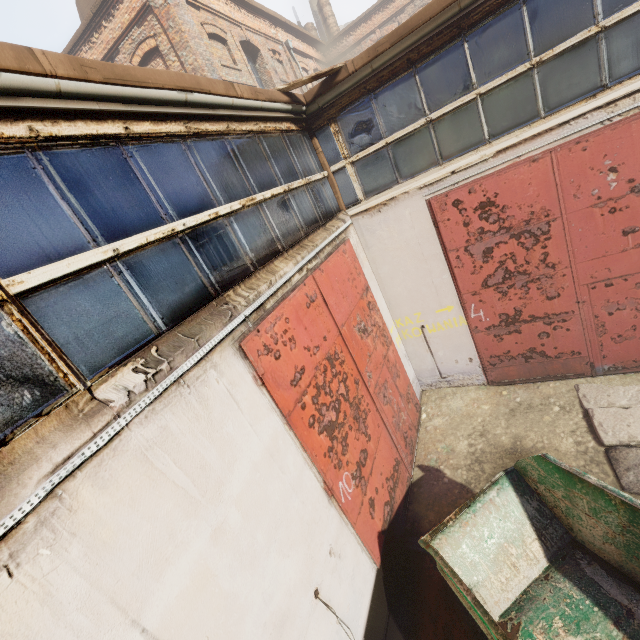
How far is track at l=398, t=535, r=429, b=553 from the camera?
4.8m

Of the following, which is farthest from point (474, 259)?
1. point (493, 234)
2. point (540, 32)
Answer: point (540, 32)

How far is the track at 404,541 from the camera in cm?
482

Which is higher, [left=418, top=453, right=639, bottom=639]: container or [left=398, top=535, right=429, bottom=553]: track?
[left=418, top=453, right=639, bottom=639]: container

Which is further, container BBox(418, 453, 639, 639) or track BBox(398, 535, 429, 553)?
track BBox(398, 535, 429, 553)

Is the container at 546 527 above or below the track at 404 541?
above
